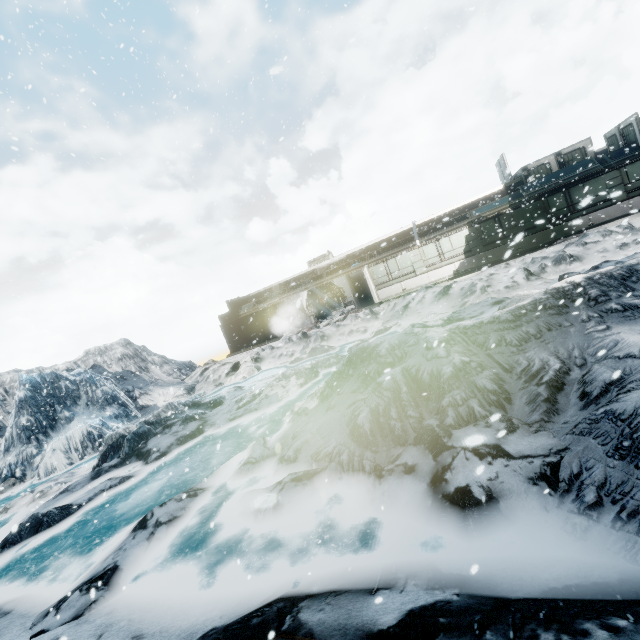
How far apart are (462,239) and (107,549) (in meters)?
21.59
